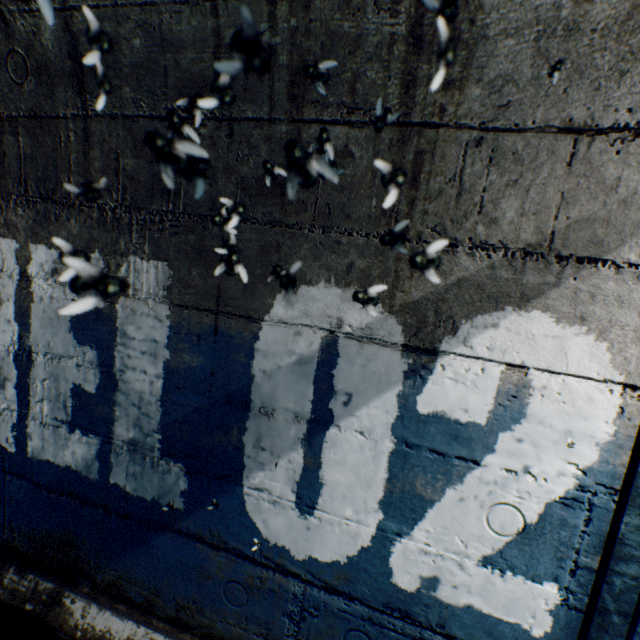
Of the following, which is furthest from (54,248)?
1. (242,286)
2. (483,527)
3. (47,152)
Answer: (483,527)
